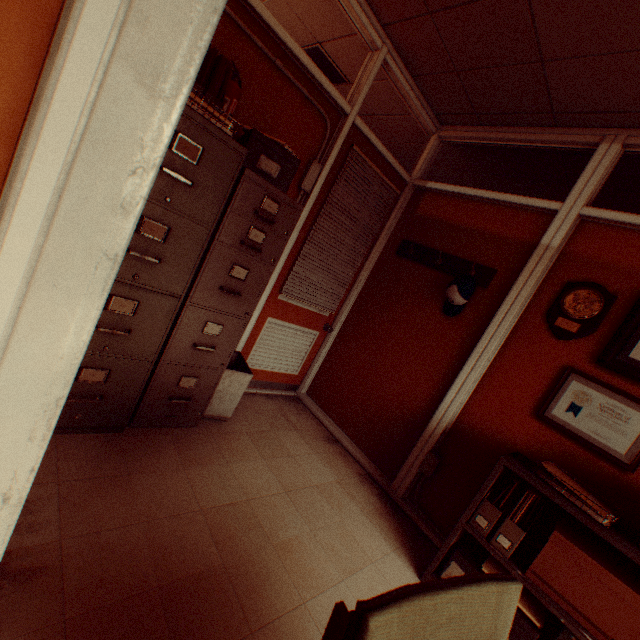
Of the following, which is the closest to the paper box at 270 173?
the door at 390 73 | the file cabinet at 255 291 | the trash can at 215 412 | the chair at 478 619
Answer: the file cabinet at 255 291

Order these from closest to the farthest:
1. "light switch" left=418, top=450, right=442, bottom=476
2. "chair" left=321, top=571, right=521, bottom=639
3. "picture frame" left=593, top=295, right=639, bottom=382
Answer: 1. "chair" left=321, top=571, right=521, bottom=639
2. "picture frame" left=593, top=295, right=639, bottom=382
3. "light switch" left=418, top=450, right=442, bottom=476

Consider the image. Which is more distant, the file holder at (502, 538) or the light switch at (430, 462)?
the light switch at (430, 462)

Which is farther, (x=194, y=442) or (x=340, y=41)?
(x=340, y=41)

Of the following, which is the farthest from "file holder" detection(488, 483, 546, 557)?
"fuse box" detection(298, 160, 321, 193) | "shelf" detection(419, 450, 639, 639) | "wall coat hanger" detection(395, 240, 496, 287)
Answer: "fuse box" detection(298, 160, 321, 193)

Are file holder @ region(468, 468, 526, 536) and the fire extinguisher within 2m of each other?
no

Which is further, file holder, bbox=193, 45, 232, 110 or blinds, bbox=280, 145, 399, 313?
blinds, bbox=280, 145, 399, 313

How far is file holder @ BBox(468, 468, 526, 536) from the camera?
2.0m
